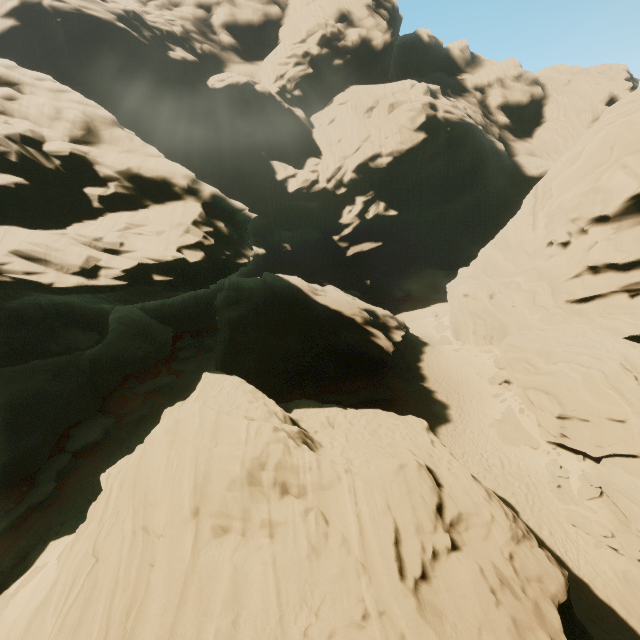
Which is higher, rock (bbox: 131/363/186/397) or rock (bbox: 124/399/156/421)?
rock (bbox: 131/363/186/397)

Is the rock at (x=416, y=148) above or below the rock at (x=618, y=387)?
above

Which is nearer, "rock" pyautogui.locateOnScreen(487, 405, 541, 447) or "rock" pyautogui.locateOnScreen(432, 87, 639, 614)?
"rock" pyautogui.locateOnScreen(432, 87, 639, 614)

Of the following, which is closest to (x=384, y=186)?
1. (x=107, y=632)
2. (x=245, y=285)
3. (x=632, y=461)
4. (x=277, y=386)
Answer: (x=245, y=285)

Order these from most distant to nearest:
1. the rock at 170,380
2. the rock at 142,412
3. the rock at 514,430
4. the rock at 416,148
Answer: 1. the rock at 416,148
2. the rock at 170,380
3. the rock at 142,412
4. the rock at 514,430

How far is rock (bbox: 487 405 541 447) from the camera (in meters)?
21.41
